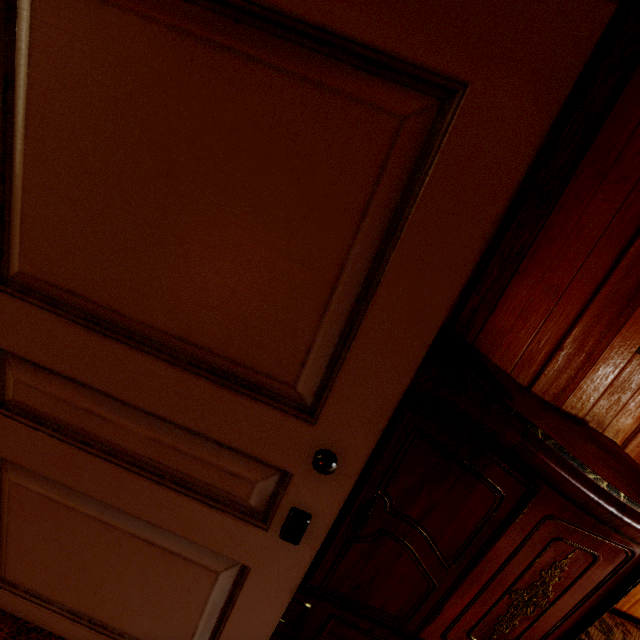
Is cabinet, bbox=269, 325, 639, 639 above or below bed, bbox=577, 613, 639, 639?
above

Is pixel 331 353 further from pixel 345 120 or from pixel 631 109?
pixel 631 109

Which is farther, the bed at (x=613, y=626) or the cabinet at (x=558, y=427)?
the bed at (x=613, y=626)

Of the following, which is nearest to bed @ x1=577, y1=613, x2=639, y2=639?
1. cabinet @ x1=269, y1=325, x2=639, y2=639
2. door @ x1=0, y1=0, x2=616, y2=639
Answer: cabinet @ x1=269, y1=325, x2=639, y2=639

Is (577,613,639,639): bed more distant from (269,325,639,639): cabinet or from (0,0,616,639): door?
(0,0,616,639): door

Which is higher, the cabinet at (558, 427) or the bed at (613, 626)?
the cabinet at (558, 427)
